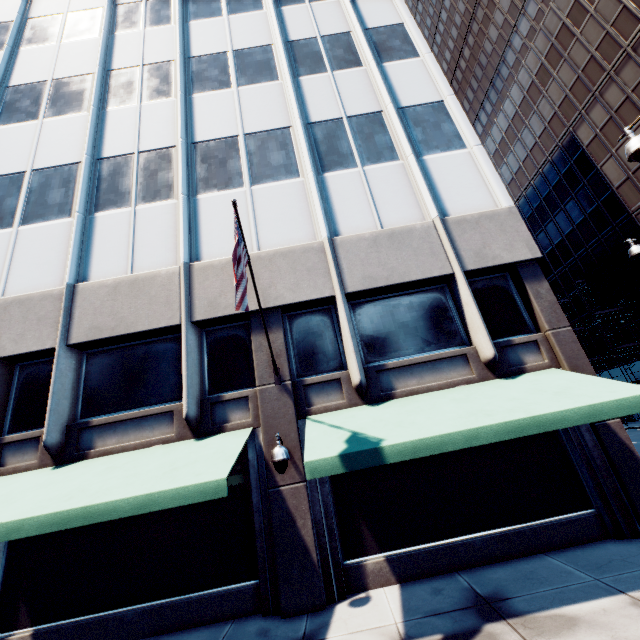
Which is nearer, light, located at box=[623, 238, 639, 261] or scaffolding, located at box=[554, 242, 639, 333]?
light, located at box=[623, 238, 639, 261]

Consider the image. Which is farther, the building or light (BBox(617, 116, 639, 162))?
the building

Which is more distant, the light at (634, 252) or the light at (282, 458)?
the light at (634, 252)

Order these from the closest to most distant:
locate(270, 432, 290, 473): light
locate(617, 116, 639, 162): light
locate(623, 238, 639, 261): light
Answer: locate(617, 116, 639, 162): light → locate(270, 432, 290, 473): light → locate(623, 238, 639, 261): light

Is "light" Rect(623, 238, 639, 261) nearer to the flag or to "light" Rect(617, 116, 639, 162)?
"light" Rect(617, 116, 639, 162)

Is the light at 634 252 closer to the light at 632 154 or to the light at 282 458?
the light at 632 154

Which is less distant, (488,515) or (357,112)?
(488,515)

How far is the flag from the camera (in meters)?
5.87
